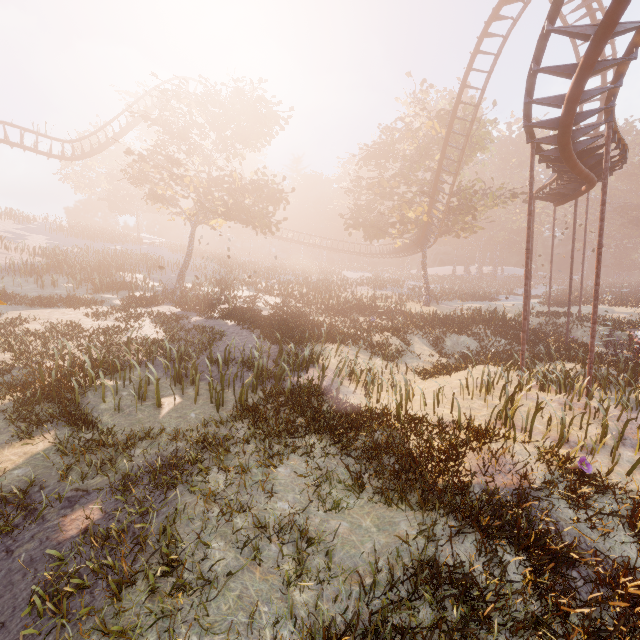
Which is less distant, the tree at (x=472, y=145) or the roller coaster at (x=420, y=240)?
the roller coaster at (x=420, y=240)

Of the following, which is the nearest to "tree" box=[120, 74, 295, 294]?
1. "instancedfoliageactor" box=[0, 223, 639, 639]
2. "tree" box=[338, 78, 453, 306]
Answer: "tree" box=[338, 78, 453, 306]

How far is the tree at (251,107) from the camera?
20.33m

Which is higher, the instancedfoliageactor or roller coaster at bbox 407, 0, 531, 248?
roller coaster at bbox 407, 0, 531, 248

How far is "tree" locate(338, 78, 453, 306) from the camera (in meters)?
28.42

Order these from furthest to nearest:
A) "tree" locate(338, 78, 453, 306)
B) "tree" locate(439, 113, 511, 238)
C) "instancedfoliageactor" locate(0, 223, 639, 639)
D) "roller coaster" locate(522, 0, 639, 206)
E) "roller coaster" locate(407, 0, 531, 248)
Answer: "tree" locate(338, 78, 453, 306) → "tree" locate(439, 113, 511, 238) → "roller coaster" locate(407, 0, 531, 248) → "roller coaster" locate(522, 0, 639, 206) → "instancedfoliageactor" locate(0, 223, 639, 639)

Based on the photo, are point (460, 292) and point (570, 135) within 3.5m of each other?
no
